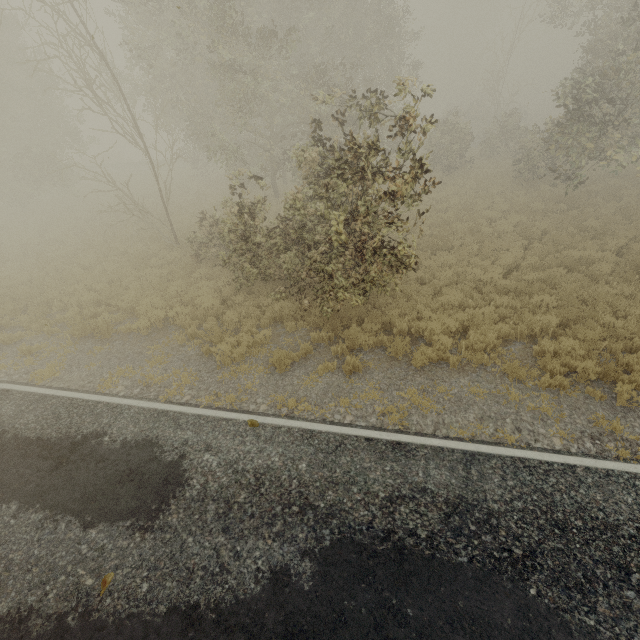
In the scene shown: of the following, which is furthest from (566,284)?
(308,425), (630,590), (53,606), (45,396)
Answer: (45,396)
